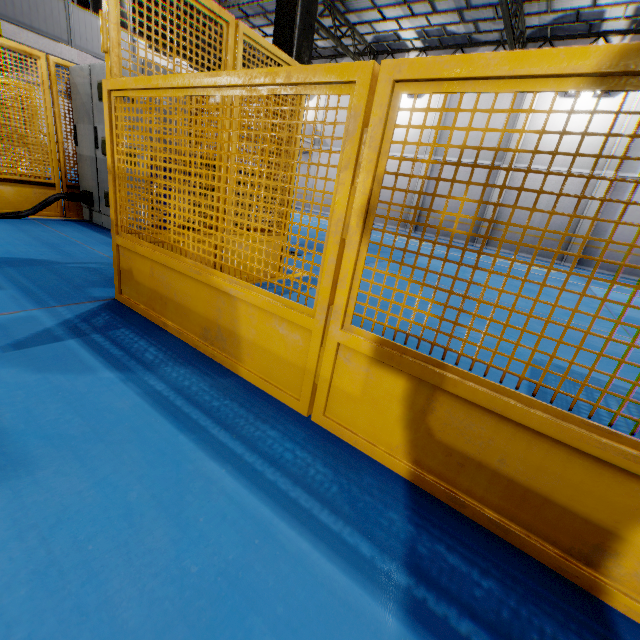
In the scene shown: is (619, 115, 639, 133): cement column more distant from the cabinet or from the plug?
the plug

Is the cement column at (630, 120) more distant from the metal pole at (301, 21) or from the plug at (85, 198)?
the plug at (85, 198)

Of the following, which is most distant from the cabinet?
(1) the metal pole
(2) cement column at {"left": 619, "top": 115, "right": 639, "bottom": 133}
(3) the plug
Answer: (2) cement column at {"left": 619, "top": 115, "right": 639, "bottom": 133}

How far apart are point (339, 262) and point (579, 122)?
18.9m

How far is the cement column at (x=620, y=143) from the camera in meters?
13.2 m

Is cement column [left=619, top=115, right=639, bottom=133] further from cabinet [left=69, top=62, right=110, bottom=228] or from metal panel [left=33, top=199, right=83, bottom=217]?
cabinet [left=69, top=62, right=110, bottom=228]

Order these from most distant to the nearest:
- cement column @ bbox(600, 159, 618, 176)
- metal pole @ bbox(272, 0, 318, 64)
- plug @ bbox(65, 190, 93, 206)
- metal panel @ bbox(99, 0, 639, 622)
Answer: cement column @ bbox(600, 159, 618, 176), plug @ bbox(65, 190, 93, 206), metal pole @ bbox(272, 0, 318, 64), metal panel @ bbox(99, 0, 639, 622)

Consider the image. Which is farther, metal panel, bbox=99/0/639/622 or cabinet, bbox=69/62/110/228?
cabinet, bbox=69/62/110/228
